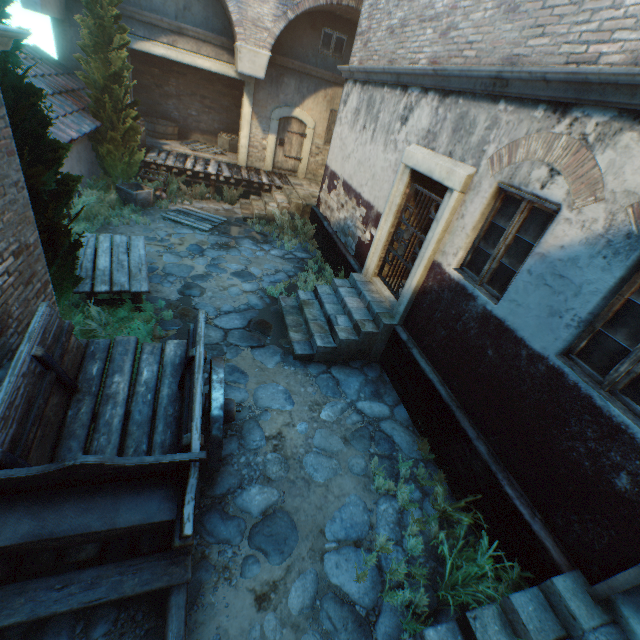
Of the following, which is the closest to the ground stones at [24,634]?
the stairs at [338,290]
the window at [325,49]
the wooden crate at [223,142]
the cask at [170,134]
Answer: the stairs at [338,290]

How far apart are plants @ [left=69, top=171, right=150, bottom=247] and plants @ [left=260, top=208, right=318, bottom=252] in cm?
436

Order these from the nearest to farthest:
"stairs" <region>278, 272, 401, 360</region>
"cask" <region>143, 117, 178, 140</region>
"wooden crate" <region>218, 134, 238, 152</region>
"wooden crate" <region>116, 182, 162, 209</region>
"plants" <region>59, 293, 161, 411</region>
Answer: "plants" <region>59, 293, 161, 411</region>, "stairs" <region>278, 272, 401, 360</region>, "wooden crate" <region>116, 182, 162, 209</region>, "cask" <region>143, 117, 178, 140</region>, "wooden crate" <region>218, 134, 238, 152</region>

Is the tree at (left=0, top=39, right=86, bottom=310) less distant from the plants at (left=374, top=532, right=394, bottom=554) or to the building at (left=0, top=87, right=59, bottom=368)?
the building at (left=0, top=87, right=59, bottom=368)

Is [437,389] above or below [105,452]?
above

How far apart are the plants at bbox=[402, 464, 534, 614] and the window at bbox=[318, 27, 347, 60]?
14.4m

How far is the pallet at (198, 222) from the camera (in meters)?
9.80

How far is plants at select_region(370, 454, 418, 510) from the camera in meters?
4.3
